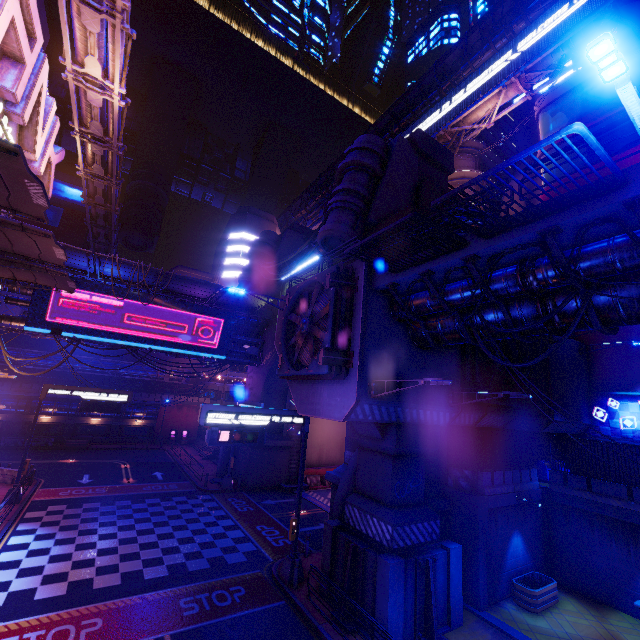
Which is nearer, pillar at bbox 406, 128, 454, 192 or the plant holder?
the plant holder

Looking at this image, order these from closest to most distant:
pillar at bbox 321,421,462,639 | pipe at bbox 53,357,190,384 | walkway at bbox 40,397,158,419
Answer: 1. pillar at bbox 321,421,462,639
2. walkway at bbox 40,397,158,419
3. pipe at bbox 53,357,190,384

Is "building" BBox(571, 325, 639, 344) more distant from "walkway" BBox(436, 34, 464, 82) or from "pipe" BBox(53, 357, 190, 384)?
"pipe" BBox(53, 357, 190, 384)

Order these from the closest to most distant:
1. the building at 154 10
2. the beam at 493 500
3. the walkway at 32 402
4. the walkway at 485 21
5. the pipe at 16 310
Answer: the beam at 493 500
the pipe at 16 310
the walkway at 485 21
the walkway at 32 402
the building at 154 10

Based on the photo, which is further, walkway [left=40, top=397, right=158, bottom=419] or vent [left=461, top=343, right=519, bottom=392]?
walkway [left=40, top=397, right=158, bottom=419]

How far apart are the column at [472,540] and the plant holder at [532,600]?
1.5 meters

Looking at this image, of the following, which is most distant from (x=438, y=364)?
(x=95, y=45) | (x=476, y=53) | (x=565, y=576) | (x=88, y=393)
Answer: (x=476, y=53)

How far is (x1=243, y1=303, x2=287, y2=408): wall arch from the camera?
30.00m
